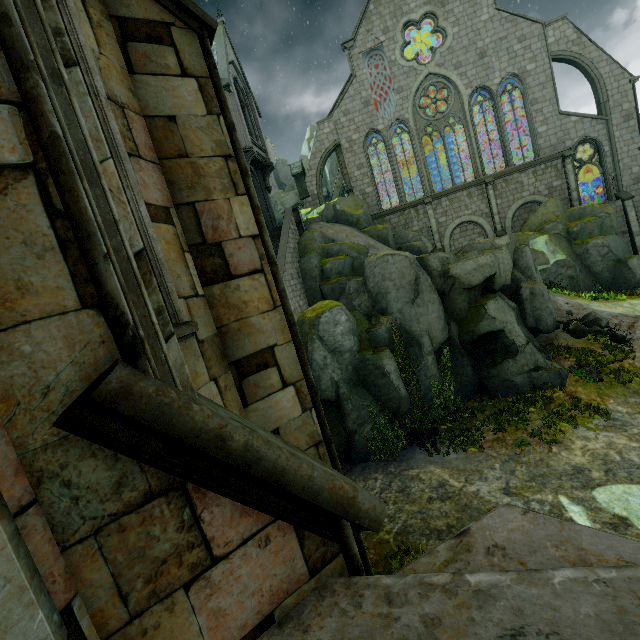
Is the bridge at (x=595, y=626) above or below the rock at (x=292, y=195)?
below

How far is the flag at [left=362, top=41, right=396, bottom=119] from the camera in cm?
2675

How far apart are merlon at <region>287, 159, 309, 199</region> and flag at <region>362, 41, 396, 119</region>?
7.3 meters

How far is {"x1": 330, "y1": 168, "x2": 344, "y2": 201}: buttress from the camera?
40.3m

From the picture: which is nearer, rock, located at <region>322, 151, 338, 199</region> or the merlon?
the merlon

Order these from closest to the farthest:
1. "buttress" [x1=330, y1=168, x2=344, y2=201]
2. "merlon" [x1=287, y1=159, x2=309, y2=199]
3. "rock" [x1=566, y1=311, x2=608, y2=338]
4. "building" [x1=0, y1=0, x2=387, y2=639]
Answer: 1. "building" [x1=0, y1=0, x2=387, y2=639]
2. "rock" [x1=566, y1=311, x2=608, y2=338]
3. "merlon" [x1=287, y1=159, x2=309, y2=199]
4. "buttress" [x1=330, y1=168, x2=344, y2=201]

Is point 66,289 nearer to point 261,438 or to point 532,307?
point 261,438

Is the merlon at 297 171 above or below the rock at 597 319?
above
